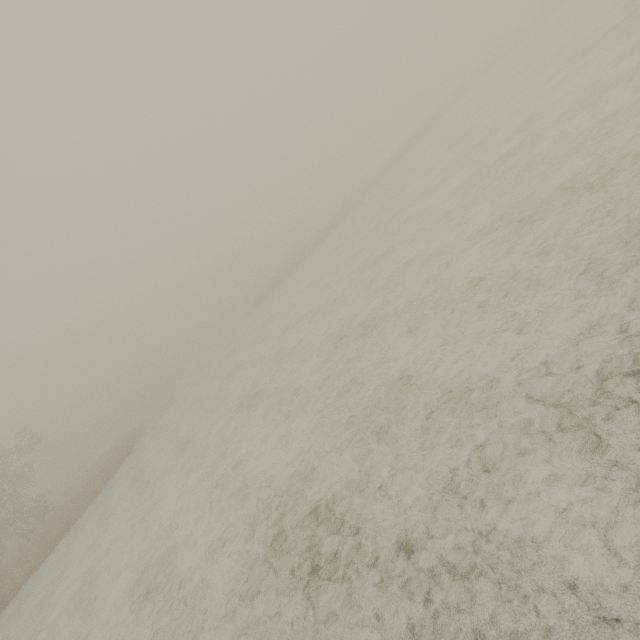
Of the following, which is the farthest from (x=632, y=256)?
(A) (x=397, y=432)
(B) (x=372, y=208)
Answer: (B) (x=372, y=208)
